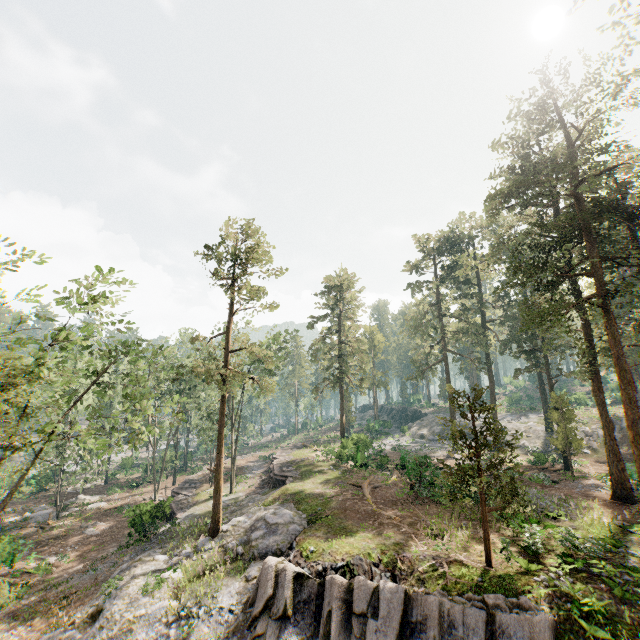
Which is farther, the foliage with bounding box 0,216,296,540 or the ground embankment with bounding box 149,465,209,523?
the ground embankment with bounding box 149,465,209,523

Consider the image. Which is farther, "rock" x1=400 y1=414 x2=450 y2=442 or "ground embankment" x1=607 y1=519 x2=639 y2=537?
"rock" x1=400 y1=414 x2=450 y2=442

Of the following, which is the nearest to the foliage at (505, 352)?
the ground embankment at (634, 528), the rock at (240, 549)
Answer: the rock at (240, 549)

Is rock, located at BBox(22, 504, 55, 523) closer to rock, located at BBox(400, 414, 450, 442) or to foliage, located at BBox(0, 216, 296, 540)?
foliage, located at BBox(0, 216, 296, 540)

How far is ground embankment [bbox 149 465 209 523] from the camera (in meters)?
29.41

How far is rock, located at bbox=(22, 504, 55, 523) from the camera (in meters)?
33.38

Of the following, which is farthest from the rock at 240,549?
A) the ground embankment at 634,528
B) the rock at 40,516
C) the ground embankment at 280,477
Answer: the rock at 40,516

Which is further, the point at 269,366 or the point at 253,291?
the point at 253,291
